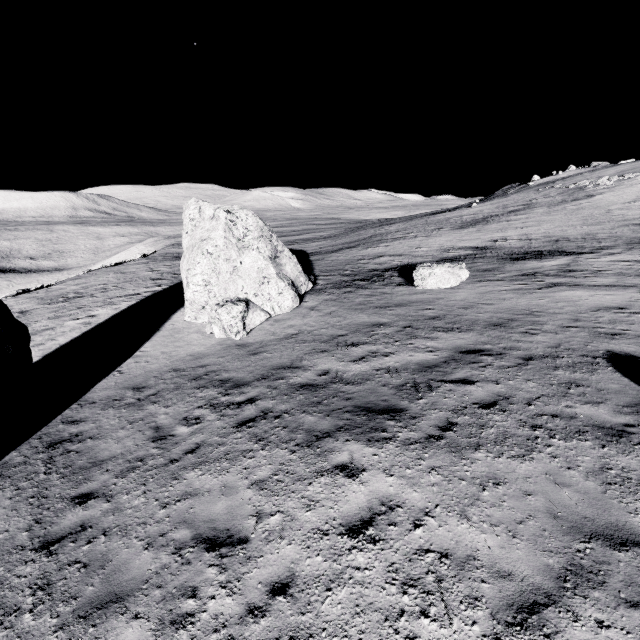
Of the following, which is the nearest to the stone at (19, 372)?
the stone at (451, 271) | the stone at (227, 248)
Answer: the stone at (227, 248)

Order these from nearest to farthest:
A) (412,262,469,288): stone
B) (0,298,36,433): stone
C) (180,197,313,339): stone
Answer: (0,298,36,433): stone → (180,197,313,339): stone → (412,262,469,288): stone

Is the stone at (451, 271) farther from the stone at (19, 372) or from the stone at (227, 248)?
the stone at (19, 372)

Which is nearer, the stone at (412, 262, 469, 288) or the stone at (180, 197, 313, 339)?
the stone at (180, 197, 313, 339)

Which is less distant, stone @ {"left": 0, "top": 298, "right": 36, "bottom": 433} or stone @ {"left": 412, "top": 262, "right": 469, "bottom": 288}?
stone @ {"left": 0, "top": 298, "right": 36, "bottom": 433}

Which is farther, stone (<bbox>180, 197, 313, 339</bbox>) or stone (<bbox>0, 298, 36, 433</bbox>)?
stone (<bbox>180, 197, 313, 339</bbox>)

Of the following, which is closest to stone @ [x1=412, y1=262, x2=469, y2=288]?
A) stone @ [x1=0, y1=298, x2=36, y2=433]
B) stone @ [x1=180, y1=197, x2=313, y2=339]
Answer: stone @ [x1=180, y1=197, x2=313, y2=339]

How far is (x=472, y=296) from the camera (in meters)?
14.76
